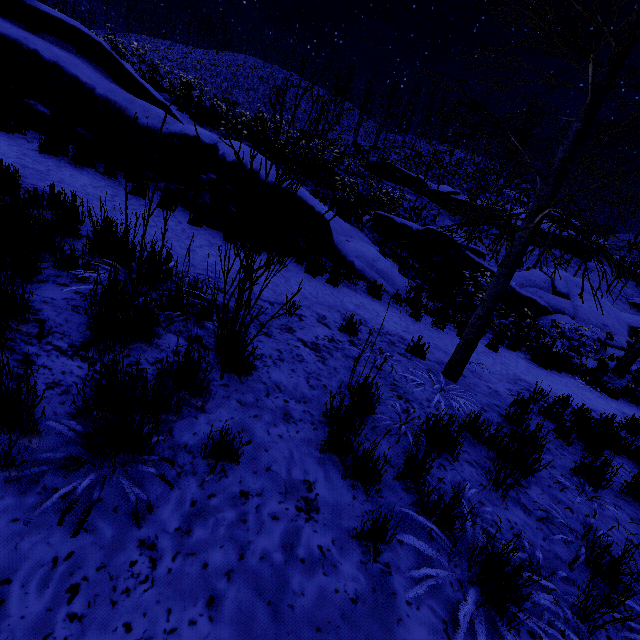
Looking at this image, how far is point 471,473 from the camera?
2.9m

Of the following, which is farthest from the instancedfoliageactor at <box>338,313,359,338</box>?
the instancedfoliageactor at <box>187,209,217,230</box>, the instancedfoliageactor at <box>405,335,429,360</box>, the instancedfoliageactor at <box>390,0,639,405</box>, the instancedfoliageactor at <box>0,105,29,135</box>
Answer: the instancedfoliageactor at <box>390,0,639,405</box>

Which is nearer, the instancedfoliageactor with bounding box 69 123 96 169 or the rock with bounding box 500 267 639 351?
the instancedfoliageactor with bounding box 69 123 96 169

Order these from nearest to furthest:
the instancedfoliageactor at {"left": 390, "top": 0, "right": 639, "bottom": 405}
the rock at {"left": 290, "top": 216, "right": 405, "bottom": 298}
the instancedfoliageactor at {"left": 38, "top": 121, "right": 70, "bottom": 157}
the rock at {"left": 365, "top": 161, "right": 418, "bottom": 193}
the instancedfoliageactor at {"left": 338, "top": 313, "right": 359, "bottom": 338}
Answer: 1. the instancedfoliageactor at {"left": 390, "top": 0, "right": 639, "bottom": 405}
2. the instancedfoliageactor at {"left": 338, "top": 313, "right": 359, "bottom": 338}
3. the instancedfoliageactor at {"left": 38, "top": 121, "right": 70, "bottom": 157}
4. the rock at {"left": 290, "top": 216, "right": 405, "bottom": 298}
5. the rock at {"left": 365, "top": 161, "right": 418, "bottom": 193}

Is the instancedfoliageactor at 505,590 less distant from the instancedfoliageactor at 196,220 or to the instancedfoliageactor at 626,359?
the instancedfoliageactor at 626,359

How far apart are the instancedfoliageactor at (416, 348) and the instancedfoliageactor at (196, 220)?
4.49m

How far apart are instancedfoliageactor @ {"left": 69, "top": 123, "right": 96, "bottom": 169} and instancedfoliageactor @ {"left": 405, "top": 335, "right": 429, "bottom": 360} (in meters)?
6.89

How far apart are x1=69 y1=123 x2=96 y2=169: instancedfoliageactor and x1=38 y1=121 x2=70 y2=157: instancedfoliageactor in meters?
0.3 m
